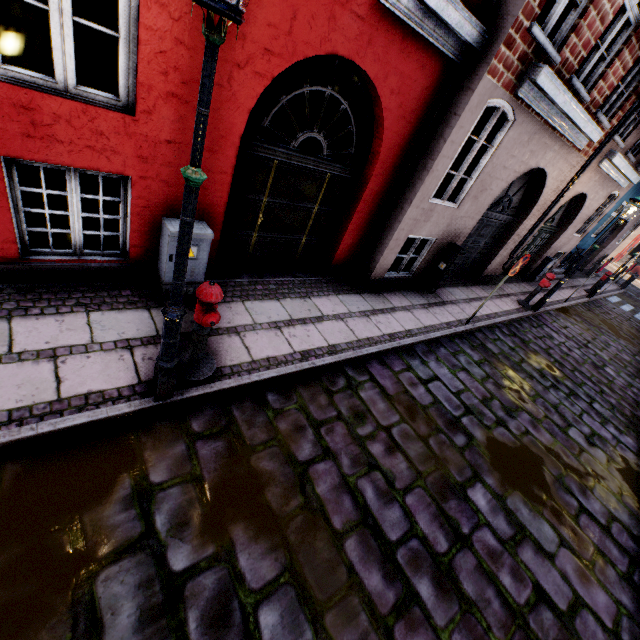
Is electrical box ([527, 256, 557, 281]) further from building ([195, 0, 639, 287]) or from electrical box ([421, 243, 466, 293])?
electrical box ([421, 243, 466, 293])

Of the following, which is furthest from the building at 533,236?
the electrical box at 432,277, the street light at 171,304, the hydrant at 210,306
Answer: the hydrant at 210,306

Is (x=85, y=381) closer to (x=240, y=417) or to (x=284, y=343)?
(x=240, y=417)

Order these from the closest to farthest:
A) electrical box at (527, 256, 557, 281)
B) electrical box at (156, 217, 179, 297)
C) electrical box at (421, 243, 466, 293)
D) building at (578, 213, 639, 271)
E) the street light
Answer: the street light
electrical box at (156, 217, 179, 297)
electrical box at (421, 243, 466, 293)
electrical box at (527, 256, 557, 281)
building at (578, 213, 639, 271)

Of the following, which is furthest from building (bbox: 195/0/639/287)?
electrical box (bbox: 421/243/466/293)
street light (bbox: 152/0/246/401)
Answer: street light (bbox: 152/0/246/401)

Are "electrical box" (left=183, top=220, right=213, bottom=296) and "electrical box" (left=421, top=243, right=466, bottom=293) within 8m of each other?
yes

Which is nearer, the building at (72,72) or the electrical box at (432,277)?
the building at (72,72)

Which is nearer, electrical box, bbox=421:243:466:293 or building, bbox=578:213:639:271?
electrical box, bbox=421:243:466:293
